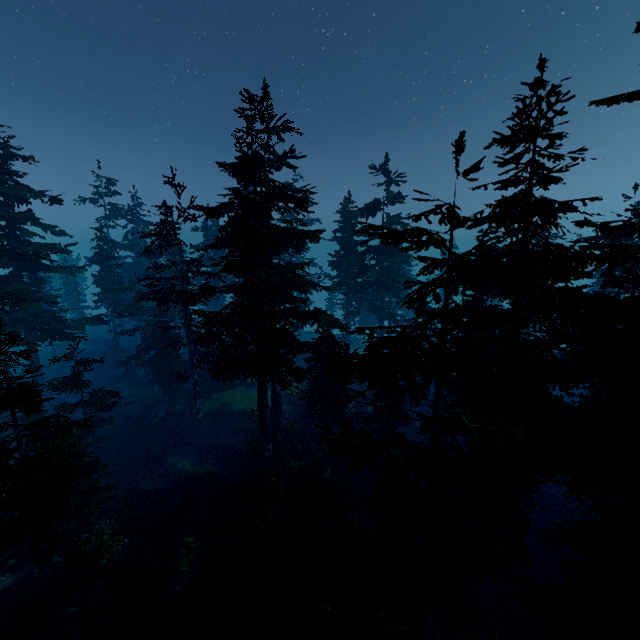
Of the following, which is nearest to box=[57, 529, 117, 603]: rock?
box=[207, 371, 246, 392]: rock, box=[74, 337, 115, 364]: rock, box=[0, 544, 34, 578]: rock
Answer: box=[207, 371, 246, 392]: rock

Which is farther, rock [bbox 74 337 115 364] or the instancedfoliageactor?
rock [bbox 74 337 115 364]

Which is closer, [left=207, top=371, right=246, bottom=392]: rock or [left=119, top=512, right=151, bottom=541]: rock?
[left=119, top=512, right=151, bottom=541]: rock

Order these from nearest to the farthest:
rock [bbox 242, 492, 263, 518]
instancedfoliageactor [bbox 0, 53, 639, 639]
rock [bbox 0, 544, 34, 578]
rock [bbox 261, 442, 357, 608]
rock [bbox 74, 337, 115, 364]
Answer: instancedfoliageactor [bbox 0, 53, 639, 639]
rock [bbox 261, 442, 357, 608]
rock [bbox 0, 544, 34, 578]
rock [bbox 242, 492, 263, 518]
rock [bbox 74, 337, 115, 364]

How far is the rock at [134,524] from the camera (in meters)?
17.28

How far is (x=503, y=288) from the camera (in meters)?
7.43

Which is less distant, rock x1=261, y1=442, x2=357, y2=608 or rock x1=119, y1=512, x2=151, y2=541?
rock x1=261, y1=442, x2=357, y2=608

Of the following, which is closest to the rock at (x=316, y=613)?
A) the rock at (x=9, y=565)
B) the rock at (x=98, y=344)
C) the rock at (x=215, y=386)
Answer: the rock at (x=215, y=386)
